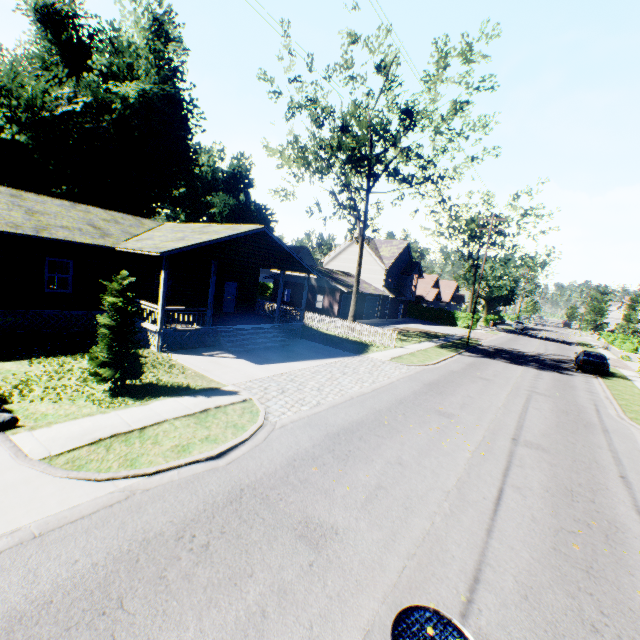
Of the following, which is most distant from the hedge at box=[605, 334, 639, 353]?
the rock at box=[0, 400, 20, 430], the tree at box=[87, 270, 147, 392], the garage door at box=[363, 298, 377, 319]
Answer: the rock at box=[0, 400, 20, 430]

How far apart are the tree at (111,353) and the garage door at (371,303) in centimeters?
3192cm

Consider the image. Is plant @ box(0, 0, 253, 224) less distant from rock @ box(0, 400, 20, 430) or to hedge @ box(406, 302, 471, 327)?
hedge @ box(406, 302, 471, 327)

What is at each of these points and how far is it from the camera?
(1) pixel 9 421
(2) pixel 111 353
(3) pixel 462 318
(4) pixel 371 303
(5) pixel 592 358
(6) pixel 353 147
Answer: (1) rock, 7.23m
(2) tree, 9.46m
(3) hedge, 48.47m
(4) garage door, 41.22m
(5) car, 24.55m
(6) tree, 21.94m

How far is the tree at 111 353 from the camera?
9.5m

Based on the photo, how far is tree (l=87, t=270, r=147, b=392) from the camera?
9.5m

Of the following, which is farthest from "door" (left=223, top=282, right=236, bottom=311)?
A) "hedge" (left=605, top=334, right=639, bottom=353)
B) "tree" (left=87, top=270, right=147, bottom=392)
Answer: "hedge" (left=605, top=334, right=639, bottom=353)

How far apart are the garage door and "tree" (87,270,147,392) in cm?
3192
